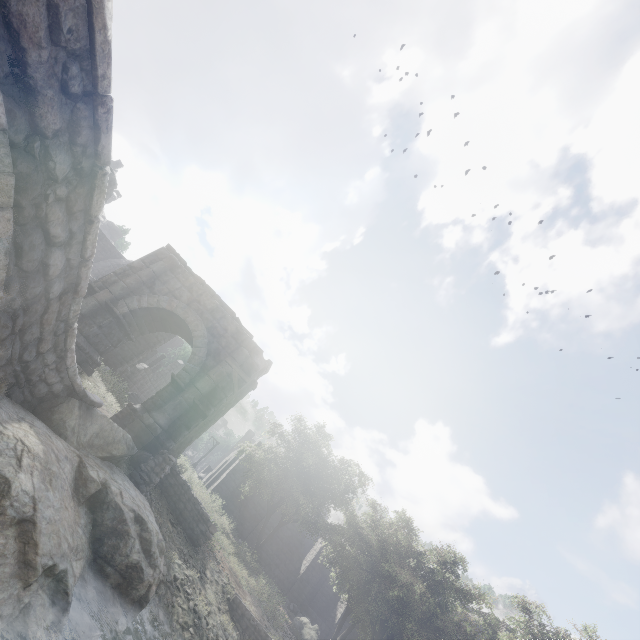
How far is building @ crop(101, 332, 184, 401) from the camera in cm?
2252

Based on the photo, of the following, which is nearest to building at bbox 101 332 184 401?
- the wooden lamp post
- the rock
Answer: the wooden lamp post

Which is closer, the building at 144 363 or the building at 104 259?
the building at 144 363

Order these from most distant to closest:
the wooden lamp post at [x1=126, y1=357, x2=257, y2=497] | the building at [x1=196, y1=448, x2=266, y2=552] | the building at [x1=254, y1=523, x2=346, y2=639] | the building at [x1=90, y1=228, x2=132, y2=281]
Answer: the building at [x1=90, y1=228, x2=132, y2=281]
the building at [x1=254, y1=523, x2=346, y2=639]
the building at [x1=196, y1=448, x2=266, y2=552]
the wooden lamp post at [x1=126, y1=357, x2=257, y2=497]

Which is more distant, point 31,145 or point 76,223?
point 76,223

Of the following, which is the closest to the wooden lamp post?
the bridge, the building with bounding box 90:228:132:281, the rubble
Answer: the bridge

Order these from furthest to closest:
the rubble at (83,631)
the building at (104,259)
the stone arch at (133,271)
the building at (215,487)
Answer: the building at (104,259) < the building at (215,487) < the stone arch at (133,271) < the rubble at (83,631)
